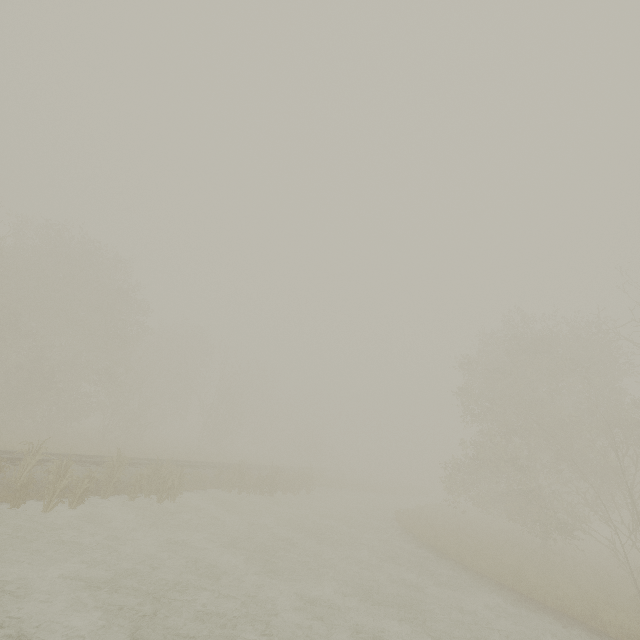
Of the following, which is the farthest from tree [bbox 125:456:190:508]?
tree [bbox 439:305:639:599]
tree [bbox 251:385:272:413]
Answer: tree [bbox 251:385:272:413]

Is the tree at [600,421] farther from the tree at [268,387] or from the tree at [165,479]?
the tree at [165,479]

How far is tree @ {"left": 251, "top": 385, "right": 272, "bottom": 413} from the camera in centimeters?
5739cm

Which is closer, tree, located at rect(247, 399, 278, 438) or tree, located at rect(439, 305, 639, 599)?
tree, located at rect(439, 305, 639, 599)

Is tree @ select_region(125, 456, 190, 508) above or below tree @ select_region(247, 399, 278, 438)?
below

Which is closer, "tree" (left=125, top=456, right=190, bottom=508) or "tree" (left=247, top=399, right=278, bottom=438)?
"tree" (left=125, top=456, right=190, bottom=508)

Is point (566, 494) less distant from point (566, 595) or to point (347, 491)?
point (347, 491)
